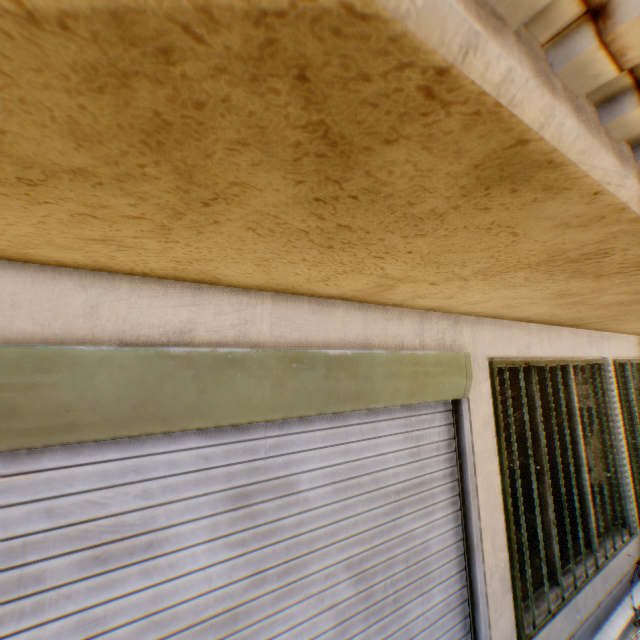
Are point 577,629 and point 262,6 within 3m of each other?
no
